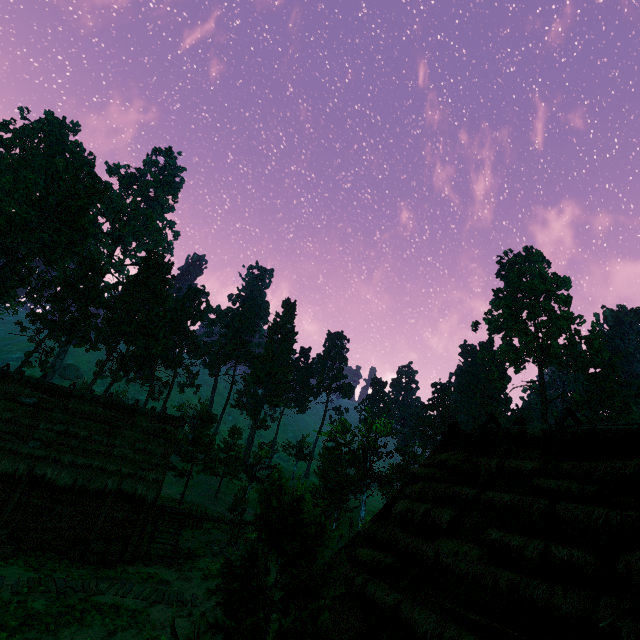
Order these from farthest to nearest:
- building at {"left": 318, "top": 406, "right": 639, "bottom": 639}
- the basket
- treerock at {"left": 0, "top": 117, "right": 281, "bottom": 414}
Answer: treerock at {"left": 0, "top": 117, "right": 281, "bottom": 414}, the basket, building at {"left": 318, "top": 406, "right": 639, "bottom": 639}

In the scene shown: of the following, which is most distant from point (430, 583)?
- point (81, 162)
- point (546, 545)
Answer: point (81, 162)

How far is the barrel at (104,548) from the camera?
15.29m

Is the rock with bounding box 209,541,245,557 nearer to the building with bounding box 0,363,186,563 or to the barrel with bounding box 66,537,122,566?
the building with bounding box 0,363,186,563

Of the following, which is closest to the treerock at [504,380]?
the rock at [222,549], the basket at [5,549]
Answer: the rock at [222,549]

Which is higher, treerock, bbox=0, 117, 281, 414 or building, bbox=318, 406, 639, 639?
treerock, bbox=0, 117, 281, 414

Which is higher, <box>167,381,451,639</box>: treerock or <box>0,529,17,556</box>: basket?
<box>167,381,451,639</box>: treerock

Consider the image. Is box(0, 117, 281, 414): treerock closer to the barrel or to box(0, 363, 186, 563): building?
box(0, 363, 186, 563): building
